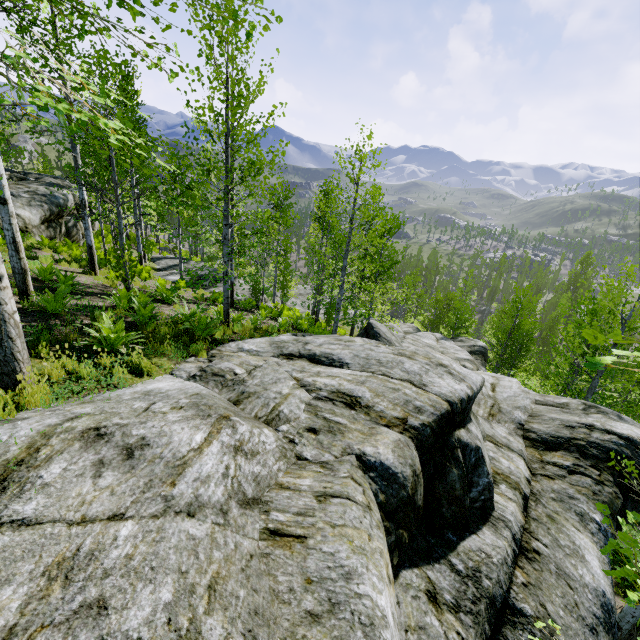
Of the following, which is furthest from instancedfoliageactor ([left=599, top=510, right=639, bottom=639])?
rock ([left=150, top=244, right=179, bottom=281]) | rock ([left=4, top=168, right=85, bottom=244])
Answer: rock ([left=4, top=168, right=85, bottom=244])

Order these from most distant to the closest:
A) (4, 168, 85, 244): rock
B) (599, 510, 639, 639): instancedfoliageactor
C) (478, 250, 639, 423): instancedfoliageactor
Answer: (4, 168, 85, 244): rock
(478, 250, 639, 423): instancedfoliageactor
(599, 510, 639, 639): instancedfoliageactor

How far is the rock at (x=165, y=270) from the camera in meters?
19.6 m

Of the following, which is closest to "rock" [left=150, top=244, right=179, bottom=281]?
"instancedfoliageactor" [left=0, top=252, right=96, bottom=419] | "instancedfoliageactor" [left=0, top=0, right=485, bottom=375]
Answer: "instancedfoliageactor" [left=0, top=0, right=485, bottom=375]

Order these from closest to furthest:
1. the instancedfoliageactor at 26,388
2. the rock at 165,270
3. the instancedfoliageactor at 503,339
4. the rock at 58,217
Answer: the instancedfoliageactor at 26,388 → the instancedfoliageactor at 503,339 → the rock at 58,217 → the rock at 165,270

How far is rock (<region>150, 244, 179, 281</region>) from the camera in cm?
1960

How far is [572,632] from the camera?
4.02m

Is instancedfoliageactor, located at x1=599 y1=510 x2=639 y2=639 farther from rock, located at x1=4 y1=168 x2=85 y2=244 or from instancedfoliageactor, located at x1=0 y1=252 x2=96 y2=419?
rock, located at x1=4 y1=168 x2=85 y2=244
